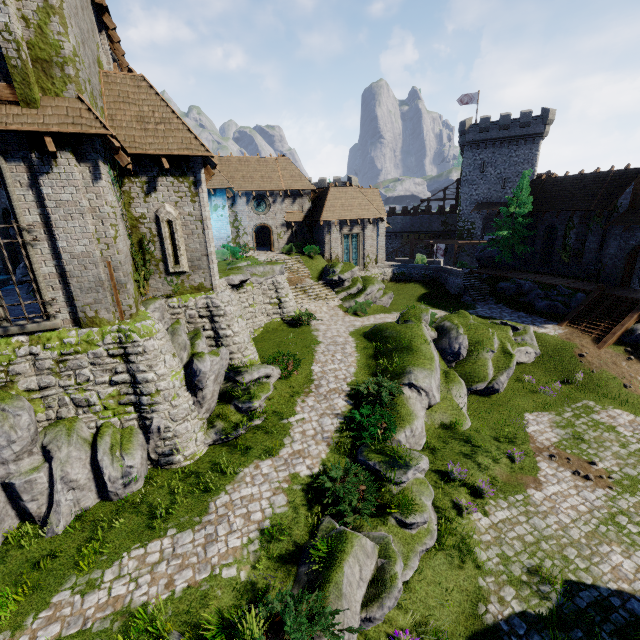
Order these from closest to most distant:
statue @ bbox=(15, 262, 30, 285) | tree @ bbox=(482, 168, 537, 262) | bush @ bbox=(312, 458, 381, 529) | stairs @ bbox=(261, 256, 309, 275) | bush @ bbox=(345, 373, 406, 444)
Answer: bush @ bbox=(312, 458, 381, 529)
statue @ bbox=(15, 262, 30, 285)
bush @ bbox=(345, 373, 406, 444)
stairs @ bbox=(261, 256, 309, 275)
tree @ bbox=(482, 168, 537, 262)

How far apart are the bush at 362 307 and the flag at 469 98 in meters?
39.9 m

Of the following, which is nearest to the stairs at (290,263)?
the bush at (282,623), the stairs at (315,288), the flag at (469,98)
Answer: the stairs at (315,288)

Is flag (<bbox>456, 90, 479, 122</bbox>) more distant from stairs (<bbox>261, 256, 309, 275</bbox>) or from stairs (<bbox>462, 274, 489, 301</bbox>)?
stairs (<bbox>261, 256, 309, 275</bbox>)

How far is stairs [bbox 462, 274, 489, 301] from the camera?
30.5m

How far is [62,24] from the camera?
8.7m

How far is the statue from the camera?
11.5m

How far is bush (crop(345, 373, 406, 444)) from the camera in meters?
12.6 m
